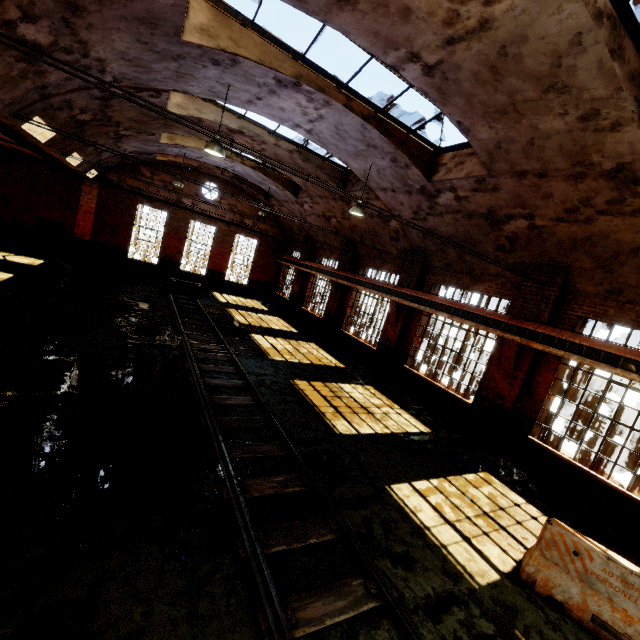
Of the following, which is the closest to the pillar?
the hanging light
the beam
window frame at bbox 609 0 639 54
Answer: the beam

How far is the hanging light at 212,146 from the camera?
8.00m

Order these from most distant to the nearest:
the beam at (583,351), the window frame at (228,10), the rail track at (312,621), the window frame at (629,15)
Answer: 1. the beam at (583,351)
2. the window frame at (228,10)
3. the window frame at (629,15)
4. the rail track at (312,621)

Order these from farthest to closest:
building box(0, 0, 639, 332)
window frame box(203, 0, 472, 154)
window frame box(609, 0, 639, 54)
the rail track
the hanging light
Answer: the hanging light < window frame box(203, 0, 472, 154) < building box(0, 0, 639, 332) < window frame box(609, 0, 639, 54) < the rail track

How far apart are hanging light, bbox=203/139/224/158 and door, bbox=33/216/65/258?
16.1m

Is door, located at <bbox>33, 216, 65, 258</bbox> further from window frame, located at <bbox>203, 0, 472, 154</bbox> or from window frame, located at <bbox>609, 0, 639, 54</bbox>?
window frame, located at <bbox>609, 0, 639, 54</bbox>

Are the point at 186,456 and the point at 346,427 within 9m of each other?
yes

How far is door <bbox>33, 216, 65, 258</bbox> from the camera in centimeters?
1852cm
